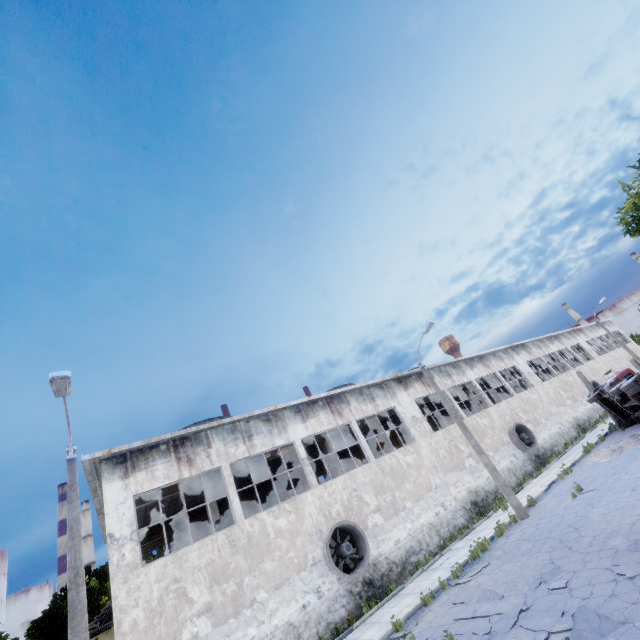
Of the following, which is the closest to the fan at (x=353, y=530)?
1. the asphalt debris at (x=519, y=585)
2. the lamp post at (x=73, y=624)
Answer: the asphalt debris at (x=519, y=585)

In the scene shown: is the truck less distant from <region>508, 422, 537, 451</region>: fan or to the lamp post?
<region>508, 422, 537, 451</region>: fan

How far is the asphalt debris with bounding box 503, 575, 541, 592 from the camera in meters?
9.0 m

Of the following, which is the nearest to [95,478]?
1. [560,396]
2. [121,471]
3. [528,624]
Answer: [121,471]

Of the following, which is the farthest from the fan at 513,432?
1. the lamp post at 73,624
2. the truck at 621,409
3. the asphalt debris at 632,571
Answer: the lamp post at 73,624

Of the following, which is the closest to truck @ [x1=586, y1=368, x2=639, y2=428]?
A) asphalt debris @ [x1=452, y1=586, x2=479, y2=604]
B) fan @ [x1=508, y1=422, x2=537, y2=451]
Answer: fan @ [x1=508, y1=422, x2=537, y2=451]

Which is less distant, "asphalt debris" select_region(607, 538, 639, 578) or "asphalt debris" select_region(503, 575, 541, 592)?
"asphalt debris" select_region(607, 538, 639, 578)

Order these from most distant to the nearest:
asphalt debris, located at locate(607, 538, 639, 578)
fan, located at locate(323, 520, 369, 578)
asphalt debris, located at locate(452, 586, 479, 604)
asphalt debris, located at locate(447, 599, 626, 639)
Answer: fan, located at locate(323, 520, 369, 578) → asphalt debris, located at locate(452, 586, 479, 604) → asphalt debris, located at locate(607, 538, 639, 578) → asphalt debris, located at locate(447, 599, 626, 639)
